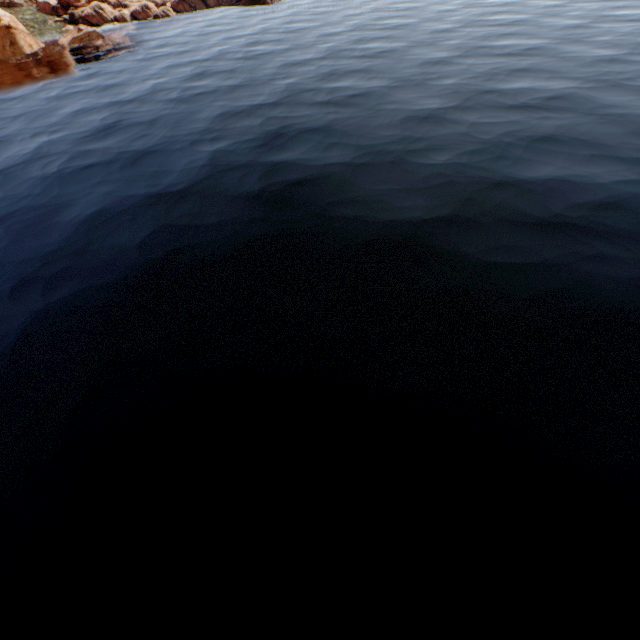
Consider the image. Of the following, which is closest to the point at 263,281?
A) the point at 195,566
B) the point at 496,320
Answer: the point at 496,320
